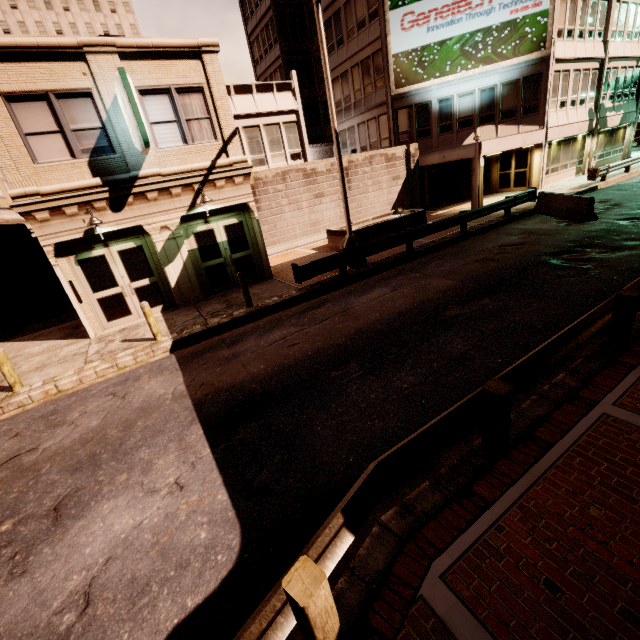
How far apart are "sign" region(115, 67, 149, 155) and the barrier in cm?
1639

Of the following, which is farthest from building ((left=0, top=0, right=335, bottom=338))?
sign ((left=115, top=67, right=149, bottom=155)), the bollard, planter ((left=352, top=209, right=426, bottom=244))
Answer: planter ((left=352, top=209, right=426, bottom=244))

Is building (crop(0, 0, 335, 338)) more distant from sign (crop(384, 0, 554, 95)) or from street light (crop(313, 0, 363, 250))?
street light (crop(313, 0, 363, 250))

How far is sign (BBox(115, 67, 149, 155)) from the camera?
8.57m

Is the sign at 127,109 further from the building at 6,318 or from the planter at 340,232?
the planter at 340,232

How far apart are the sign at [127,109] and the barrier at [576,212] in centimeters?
1639cm

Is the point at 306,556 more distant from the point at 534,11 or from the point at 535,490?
the point at 534,11

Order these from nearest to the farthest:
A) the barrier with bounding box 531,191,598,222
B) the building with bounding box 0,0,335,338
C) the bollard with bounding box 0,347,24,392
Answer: the bollard with bounding box 0,347,24,392 → the building with bounding box 0,0,335,338 → the barrier with bounding box 531,191,598,222
